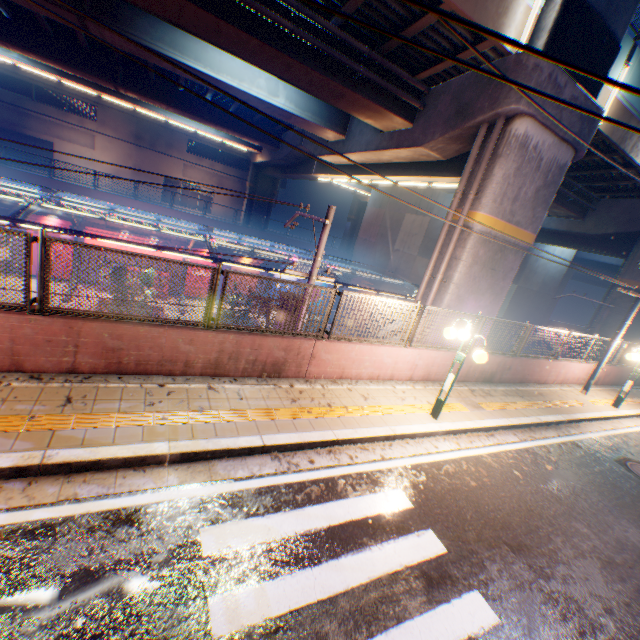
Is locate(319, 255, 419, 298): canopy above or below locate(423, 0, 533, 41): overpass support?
below

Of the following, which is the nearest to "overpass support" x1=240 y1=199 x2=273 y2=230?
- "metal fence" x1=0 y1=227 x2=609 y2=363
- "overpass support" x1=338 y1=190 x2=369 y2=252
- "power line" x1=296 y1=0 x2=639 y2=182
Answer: "metal fence" x1=0 y1=227 x2=609 y2=363

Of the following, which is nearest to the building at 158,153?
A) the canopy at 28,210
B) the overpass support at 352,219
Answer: the overpass support at 352,219

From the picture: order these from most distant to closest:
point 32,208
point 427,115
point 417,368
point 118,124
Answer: point 118,124 < point 32,208 < point 427,115 < point 417,368

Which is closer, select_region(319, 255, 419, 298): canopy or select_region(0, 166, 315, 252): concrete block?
select_region(319, 255, 419, 298): canopy

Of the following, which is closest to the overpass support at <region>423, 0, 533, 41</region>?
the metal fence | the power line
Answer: the metal fence

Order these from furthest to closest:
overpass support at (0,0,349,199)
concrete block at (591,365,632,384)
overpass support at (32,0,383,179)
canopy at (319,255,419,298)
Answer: canopy at (319,255,419,298) < overpass support at (0,0,349,199) < concrete block at (591,365,632,384) < overpass support at (32,0,383,179)

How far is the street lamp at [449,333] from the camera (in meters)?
6.98
